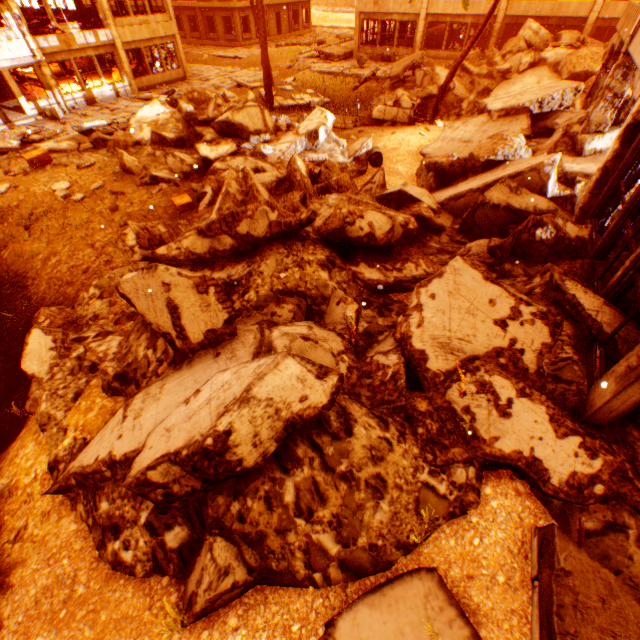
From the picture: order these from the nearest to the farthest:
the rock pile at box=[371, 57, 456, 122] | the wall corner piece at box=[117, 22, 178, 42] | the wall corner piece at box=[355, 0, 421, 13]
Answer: the rock pile at box=[371, 57, 456, 122], the wall corner piece at box=[117, 22, 178, 42], the wall corner piece at box=[355, 0, 421, 13]

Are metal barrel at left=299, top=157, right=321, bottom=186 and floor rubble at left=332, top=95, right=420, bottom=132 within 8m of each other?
yes

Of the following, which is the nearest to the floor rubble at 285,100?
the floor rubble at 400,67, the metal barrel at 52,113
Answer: the floor rubble at 400,67

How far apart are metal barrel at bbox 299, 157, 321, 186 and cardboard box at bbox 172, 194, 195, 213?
2.88m

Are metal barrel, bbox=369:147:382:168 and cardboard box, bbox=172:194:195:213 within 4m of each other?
no

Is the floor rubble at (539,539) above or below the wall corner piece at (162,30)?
below

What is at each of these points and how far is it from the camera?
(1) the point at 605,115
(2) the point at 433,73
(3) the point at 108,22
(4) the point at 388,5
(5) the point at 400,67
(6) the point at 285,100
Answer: (1) pillar, 8.7m
(2) rock pile, 17.9m
(3) pillar, 19.3m
(4) wall corner piece, 22.7m
(5) floor rubble, 19.8m
(6) floor rubble, 18.8m

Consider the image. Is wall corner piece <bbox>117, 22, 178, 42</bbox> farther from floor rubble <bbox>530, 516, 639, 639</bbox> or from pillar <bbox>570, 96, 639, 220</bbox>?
floor rubble <bbox>530, 516, 639, 639</bbox>
